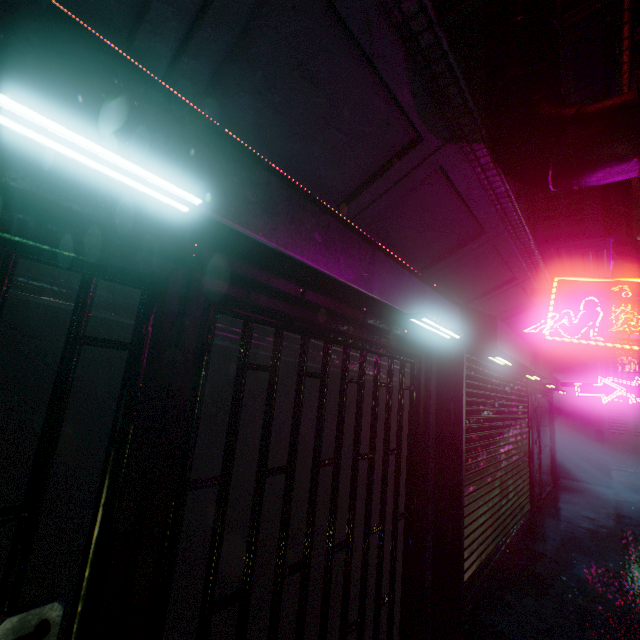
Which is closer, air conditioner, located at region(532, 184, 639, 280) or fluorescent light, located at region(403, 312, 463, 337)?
fluorescent light, located at region(403, 312, 463, 337)

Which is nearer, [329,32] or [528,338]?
[329,32]

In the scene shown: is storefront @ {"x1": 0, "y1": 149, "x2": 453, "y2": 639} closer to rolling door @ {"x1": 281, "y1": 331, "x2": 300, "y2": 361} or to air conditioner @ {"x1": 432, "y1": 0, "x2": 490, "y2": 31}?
rolling door @ {"x1": 281, "y1": 331, "x2": 300, "y2": 361}

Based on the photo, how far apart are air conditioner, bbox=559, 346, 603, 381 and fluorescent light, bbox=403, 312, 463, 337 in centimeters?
920cm

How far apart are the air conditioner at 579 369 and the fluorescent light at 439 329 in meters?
9.2 m

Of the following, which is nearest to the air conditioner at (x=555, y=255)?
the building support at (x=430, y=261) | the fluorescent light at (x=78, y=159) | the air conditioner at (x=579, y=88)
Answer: the building support at (x=430, y=261)

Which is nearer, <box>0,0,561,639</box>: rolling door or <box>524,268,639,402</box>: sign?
<box>0,0,561,639</box>: rolling door

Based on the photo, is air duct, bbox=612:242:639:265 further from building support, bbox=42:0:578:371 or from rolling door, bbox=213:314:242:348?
rolling door, bbox=213:314:242:348
